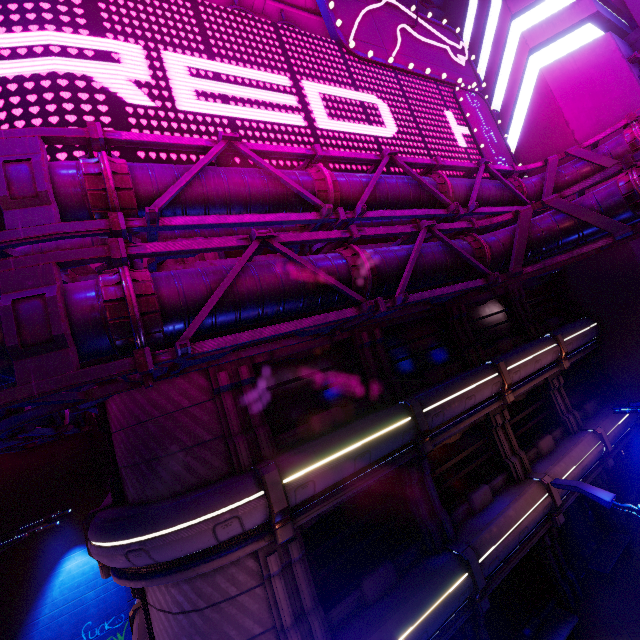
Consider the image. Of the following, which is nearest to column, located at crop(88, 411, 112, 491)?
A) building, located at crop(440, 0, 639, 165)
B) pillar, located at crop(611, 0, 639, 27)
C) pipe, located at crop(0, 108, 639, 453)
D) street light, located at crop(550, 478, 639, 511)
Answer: pipe, located at crop(0, 108, 639, 453)

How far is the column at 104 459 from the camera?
17.0m

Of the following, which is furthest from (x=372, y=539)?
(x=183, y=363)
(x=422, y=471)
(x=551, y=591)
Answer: (x=551, y=591)

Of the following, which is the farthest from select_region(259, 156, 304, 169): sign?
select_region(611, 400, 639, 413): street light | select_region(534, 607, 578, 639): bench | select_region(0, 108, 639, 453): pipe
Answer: select_region(534, 607, 578, 639): bench

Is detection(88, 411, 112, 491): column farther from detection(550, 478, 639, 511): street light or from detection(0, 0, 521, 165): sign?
detection(550, 478, 639, 511): street light

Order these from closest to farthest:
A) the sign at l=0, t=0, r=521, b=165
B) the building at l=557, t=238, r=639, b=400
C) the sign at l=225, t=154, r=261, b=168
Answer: the sign at l=0, t=0, r=521, b=165 → the sign at l=225, t=154, r=261, b=168 → the building at l=557, t=238, r=639, b=400

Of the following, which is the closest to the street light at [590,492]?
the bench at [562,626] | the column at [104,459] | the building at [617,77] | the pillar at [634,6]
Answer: the bench at [562,626]

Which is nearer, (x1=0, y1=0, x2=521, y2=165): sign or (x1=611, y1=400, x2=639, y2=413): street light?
(x1=611, y1=400, x2=639, y2=413): street light
